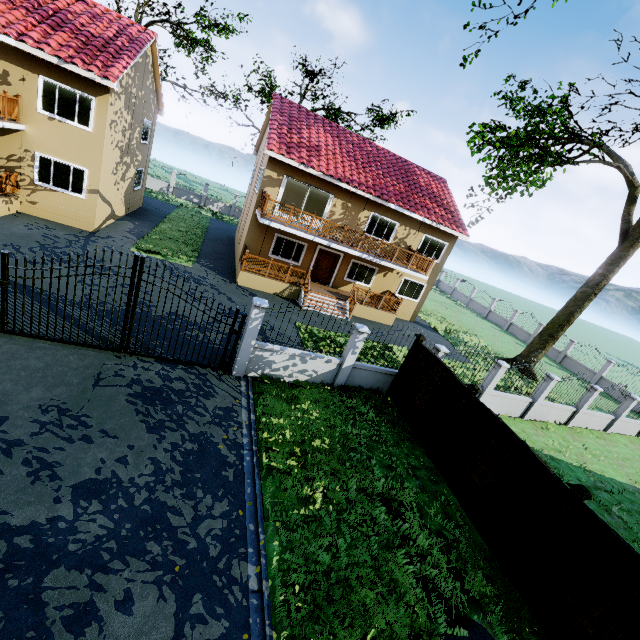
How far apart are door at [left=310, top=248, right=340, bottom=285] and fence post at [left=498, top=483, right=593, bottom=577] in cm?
1576

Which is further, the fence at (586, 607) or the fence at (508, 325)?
the fence at (508, 325)

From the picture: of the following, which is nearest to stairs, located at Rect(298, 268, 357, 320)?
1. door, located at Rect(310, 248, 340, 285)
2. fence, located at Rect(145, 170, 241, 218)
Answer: door, located at Rect(310, 248, 340, 285)

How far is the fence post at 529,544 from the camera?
5.8 meters

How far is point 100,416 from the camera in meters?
6.8

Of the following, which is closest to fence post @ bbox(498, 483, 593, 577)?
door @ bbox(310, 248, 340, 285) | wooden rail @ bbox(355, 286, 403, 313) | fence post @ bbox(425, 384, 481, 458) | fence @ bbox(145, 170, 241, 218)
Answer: fence @ bbox(145, 170, 241, 218)

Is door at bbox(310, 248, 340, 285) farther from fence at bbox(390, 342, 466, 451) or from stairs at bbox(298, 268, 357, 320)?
fence at bbox(390, 342, 466, 451)

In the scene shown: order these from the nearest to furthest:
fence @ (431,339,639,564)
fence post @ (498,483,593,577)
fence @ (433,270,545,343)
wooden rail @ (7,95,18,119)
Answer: fence post @ (498,483,593,577), fence @ (431,339,639,564), wooden rail @ (7,95,18,119), fence @ (433,270,545,343)
